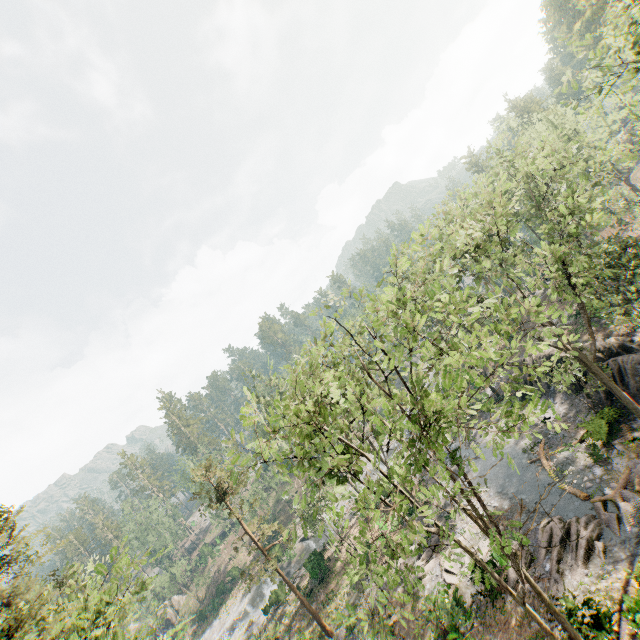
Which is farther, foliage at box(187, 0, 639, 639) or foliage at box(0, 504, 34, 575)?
foliage at box(0, 504, 34, 575)

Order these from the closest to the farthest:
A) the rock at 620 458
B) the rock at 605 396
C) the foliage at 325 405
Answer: the foliage at 325 405 → the rock at 620 458 → the rock at 605 396

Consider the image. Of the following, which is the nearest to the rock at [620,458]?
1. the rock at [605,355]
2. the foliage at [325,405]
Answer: the foliage at [325,405]

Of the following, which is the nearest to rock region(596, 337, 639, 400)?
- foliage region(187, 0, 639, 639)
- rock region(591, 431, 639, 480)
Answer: foliage region(187, 0, 639, 639)

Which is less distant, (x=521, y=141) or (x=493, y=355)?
(x=493, y=355)

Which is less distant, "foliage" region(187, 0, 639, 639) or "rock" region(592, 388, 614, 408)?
"foliage" region(187, 0, 639, 639)

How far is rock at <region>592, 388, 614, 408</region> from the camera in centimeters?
2381cm
